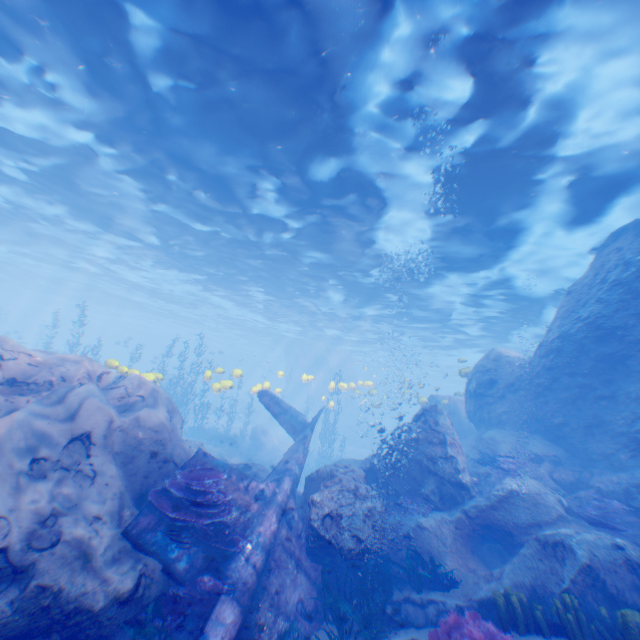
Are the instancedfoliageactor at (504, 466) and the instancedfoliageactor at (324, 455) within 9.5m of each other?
no

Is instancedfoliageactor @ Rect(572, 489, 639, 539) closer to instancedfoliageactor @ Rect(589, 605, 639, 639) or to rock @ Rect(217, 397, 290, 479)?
rock @ Rect(217, 397, 290, 479)

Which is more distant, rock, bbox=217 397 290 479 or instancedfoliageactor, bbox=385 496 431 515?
rock, bbox=217 397 290 479

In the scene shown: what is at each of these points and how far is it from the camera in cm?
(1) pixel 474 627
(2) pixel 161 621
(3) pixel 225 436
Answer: (1) instancedfoliageactor, 512
(2) instancedfoliageactor, 561
(3) instancedfoliageactor, 2553

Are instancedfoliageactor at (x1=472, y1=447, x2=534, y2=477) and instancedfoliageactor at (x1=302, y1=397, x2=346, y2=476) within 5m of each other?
no

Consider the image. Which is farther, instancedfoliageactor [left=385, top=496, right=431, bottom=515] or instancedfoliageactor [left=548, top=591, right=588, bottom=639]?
instancedfoliageactor [left=385, top=496, right=431, bottom=515]

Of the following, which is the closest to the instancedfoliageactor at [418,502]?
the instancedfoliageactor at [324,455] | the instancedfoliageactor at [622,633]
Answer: the instancedfoliageactor at [622,633]

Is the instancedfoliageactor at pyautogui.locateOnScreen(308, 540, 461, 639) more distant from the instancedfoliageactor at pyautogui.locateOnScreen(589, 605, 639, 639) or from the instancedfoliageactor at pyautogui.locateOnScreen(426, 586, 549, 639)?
the instancedfoliageactor at pyautogui.locateOnScreen(589, 605, 639, 639)
